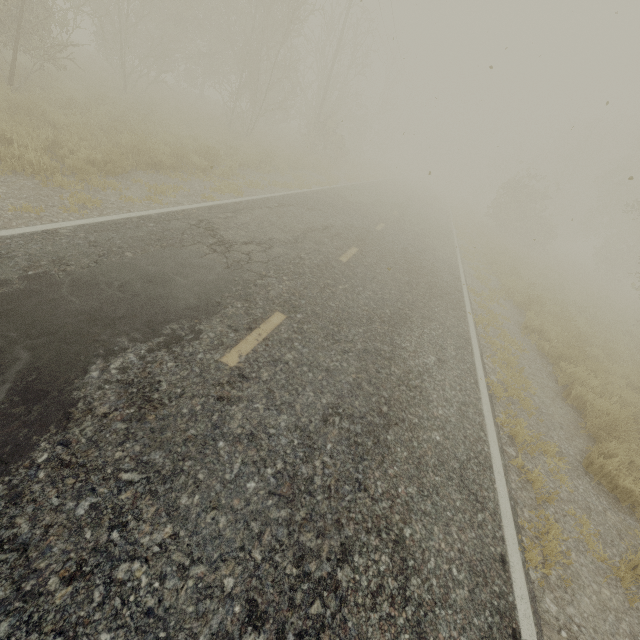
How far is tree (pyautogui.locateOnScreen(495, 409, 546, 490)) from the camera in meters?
4.4

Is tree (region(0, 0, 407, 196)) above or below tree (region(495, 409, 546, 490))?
above

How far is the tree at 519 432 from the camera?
4.4 meters

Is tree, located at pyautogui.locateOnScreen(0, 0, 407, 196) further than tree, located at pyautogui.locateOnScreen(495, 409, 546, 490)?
Yes

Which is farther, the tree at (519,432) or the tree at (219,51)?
the tree at (219,51)

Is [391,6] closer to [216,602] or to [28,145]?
[28,145]
